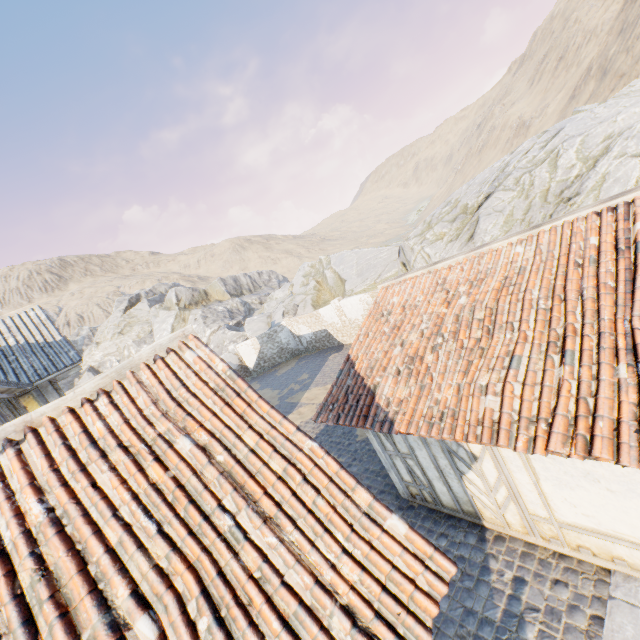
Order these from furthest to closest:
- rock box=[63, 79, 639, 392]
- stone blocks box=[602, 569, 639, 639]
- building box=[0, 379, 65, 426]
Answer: rock box=[63, 79, 639, 392], building box=[0, 379, 65, 426], stone blocks box=[602, 569, 639, 639]

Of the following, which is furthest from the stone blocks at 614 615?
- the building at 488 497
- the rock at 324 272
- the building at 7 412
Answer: the building at 7 412

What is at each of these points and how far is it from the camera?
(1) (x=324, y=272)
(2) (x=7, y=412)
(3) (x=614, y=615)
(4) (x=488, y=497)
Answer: (1) rock, 31.03m
(2) building, 8.31m
(3) stone blocks, 4.23m
(4) building, 5.73m

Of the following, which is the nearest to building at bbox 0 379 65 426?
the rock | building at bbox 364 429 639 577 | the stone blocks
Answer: building at bbox 364 429 639 577

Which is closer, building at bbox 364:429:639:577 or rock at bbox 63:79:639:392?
building at bbox 364:429:639:577

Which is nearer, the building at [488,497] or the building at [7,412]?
the building at [488,497]

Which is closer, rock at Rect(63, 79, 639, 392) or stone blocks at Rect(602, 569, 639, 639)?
stone blocks at Rect(602, 569, 639, 639)

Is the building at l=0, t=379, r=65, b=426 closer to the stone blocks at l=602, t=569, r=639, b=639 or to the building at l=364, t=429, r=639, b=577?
the building at l=364, t=429, r=639, b=577
